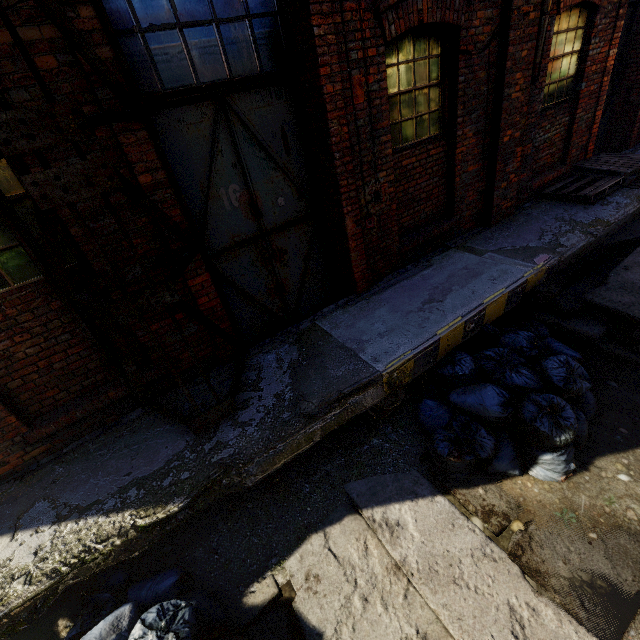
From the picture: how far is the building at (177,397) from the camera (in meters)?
3.49

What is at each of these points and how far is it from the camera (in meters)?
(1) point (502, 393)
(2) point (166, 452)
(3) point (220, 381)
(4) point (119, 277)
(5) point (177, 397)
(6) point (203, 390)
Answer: (1) trash bag, 3.34
(2) building, 3.13
(3) building, 3.79
(4) pipe, 2.38
(5) building, 3.69
(6) building, 3.70

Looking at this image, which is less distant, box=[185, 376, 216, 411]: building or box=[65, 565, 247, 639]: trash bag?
box=[65, 565, 247, 639]: trash bag

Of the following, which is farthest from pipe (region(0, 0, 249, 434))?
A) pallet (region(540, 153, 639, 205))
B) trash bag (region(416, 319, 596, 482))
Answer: pallet (region(540, 153, 639, 205))

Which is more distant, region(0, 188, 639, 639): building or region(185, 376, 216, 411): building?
region(185, 376, 216, 411): building

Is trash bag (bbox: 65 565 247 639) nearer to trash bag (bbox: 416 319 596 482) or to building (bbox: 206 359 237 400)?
building (bbox: 206 359 237 400)

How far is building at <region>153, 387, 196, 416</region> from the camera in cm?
349

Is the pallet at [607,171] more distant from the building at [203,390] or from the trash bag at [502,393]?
the trash bag at [502,393]
